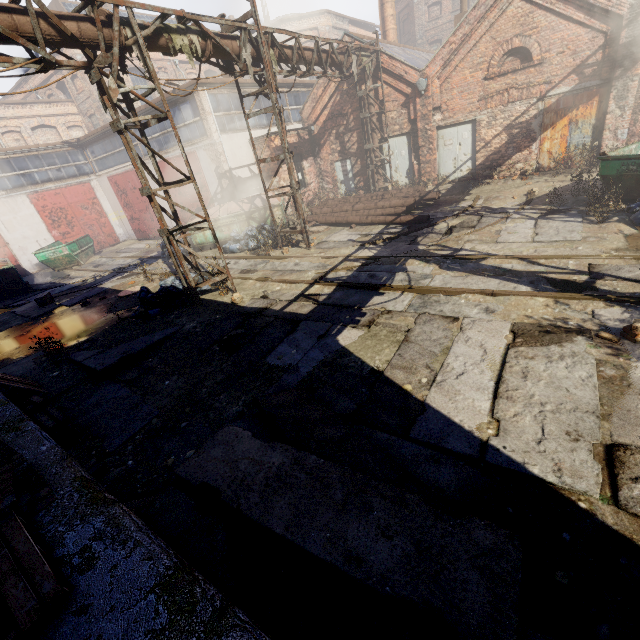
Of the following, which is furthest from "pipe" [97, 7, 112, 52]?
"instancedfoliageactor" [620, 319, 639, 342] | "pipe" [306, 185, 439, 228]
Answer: "instancedfoliageactor" [620, 319, 639, 342]

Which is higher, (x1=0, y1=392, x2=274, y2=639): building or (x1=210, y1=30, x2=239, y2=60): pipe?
(x1=210, y1=30, x2=239, y2=60): pipe

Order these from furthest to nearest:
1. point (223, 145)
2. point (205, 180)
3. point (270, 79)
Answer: point (205, 180), point (223, 145), point (270, 79)

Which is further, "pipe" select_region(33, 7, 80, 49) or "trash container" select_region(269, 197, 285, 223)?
"trash container" select_region(269, 197, 285, 223)

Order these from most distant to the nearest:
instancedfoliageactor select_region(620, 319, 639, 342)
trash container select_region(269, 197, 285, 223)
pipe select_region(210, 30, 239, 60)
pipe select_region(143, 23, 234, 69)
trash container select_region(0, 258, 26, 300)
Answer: trash container select_region(0, 258, 26, 300) → trash container select_region(269, 197, 285, 223) → pipe select_region(210, 30, 239, 60) → pipe select_region(143, 23, 234, 69) → instancedfoliageactor select_region(620, 319, 639, 342)

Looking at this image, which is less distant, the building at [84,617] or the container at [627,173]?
the building at [84,617]

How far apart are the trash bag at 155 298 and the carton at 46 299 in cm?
569
